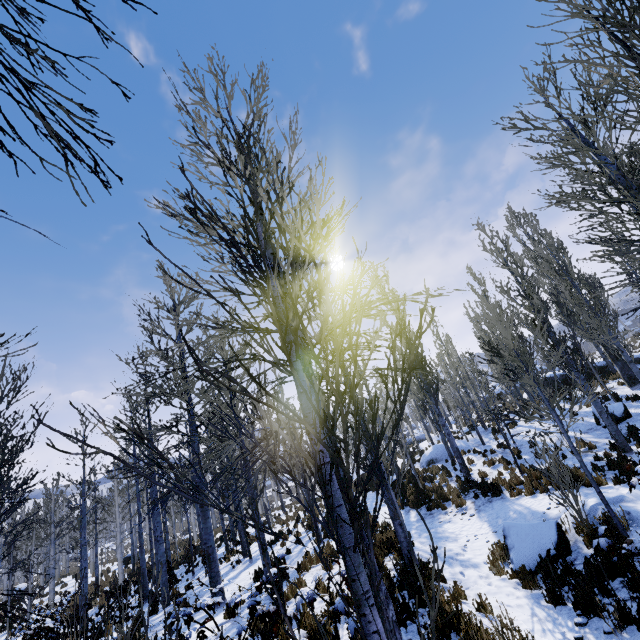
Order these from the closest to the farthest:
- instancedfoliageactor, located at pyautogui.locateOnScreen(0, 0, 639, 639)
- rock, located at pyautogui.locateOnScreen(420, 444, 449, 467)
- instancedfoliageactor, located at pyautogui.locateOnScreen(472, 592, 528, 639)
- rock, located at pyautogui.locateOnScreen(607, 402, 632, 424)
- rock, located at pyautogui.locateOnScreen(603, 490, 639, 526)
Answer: instancedfoliageactor, located at pyautogui.locateOnScreen(0, 0, 639, 639) → instancedfoliageactor, located at pyautogui.locateOnScreen(472, 592, 528, 639) → rock, located at pyautogui.locateOnScreen(603, 490, 639, 526) → rock, located at pyautogui.locateOnScreen(607, 402, 632, 424) → rock, located at pyautogui.locateOnScreen(420, 444, 449, 467)

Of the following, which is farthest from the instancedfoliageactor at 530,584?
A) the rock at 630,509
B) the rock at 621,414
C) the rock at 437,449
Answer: the rock at 437,449

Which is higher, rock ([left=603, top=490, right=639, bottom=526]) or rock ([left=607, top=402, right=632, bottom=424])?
rock ([left=607, top=402, right=632, bottom=424])

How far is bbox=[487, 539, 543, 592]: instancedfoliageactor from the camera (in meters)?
6.25

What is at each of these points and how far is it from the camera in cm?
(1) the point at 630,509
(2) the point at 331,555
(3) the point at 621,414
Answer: (1) rock, 687
(2) instancedfoliageactor, 130
(3) rock, 1414

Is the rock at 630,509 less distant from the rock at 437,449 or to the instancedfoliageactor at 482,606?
the instancedfoliageactor at 482,606

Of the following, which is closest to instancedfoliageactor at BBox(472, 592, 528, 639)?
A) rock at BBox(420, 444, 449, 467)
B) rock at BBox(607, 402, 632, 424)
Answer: rock at BBox(607, 402, 632, 424)

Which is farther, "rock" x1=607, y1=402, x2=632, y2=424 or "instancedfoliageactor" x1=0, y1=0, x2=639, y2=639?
"rock" x1=607, y1=402, x2=632, y2=424
